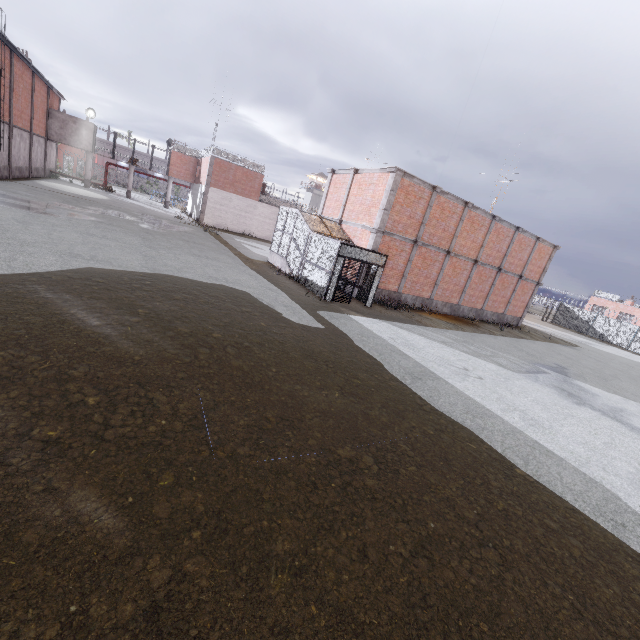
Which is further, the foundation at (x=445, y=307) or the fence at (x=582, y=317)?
the fence at (x=582, y=317)

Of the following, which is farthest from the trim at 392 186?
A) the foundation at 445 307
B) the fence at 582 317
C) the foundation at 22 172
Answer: the foundation at 22 172

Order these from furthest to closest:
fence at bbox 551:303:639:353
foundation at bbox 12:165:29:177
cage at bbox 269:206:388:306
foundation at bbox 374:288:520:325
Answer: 1. fence at bbox 551:303:639:353
2. foundation at bbox 12:165:29:177
3. foundation at bbox 374:288:520:325
4. cage at bbox 269:206:388:306

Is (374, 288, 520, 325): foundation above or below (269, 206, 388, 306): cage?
below

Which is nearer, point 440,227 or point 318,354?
point 318,354

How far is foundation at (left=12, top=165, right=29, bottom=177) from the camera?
26.4 meters

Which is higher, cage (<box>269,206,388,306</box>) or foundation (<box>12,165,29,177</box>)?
cage (<box>269,206,388,306</box>)

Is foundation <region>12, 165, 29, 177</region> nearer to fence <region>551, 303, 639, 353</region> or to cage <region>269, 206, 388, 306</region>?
A: cage <region>269, 206, 388, 306</region>
